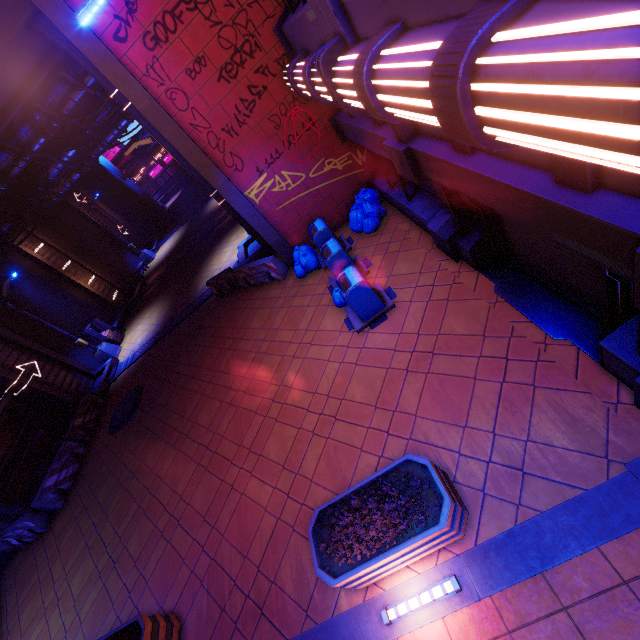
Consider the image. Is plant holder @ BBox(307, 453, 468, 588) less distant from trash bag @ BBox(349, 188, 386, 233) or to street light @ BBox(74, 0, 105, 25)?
trash bag @ BBox(349, 188, 386, 233)

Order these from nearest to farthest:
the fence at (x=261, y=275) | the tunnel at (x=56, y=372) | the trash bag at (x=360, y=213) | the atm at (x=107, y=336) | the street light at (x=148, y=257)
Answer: the trash bag at (x=360, y=213) → the fence at (x=261, y=275) → the tunnel at (x=56, y=372) → the atm at (x=107, y=336) → the street light at (x=148, y=257)

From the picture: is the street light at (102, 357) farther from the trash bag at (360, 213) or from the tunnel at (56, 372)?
the trash bag at (360, 213)

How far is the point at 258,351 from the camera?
10.3m

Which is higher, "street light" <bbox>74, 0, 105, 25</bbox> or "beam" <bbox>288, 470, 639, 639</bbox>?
"street light" <bbox>74, 0, 105, 25</bbox>

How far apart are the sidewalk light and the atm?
20.2 meters

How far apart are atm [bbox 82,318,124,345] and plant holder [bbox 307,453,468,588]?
19.0m

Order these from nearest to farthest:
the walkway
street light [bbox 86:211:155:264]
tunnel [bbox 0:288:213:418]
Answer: the walkway < tunnel [bbox 0:288:213:418] < street light [bbox 86:211:155:264]
